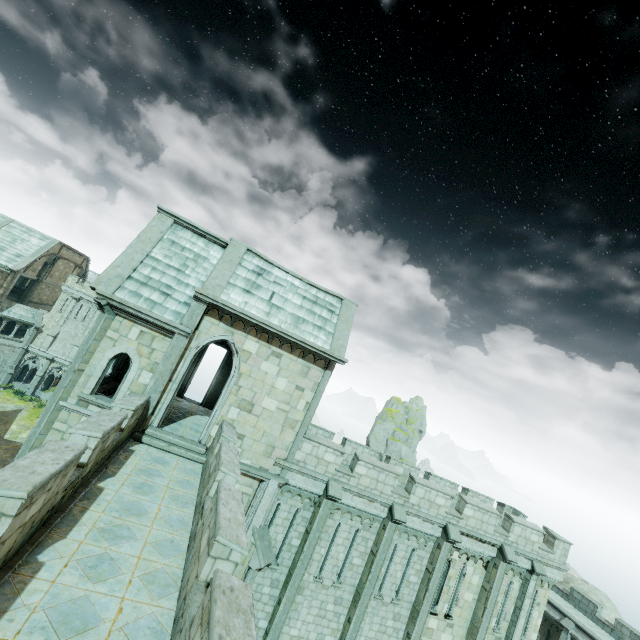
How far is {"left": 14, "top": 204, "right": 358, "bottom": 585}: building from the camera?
11.93m

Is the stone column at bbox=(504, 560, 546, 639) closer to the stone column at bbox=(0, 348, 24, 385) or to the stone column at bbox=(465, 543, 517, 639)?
the stone column at bbox=(465, 543, 517, 639)

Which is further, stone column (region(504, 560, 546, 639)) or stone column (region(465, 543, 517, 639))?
stone column (region(504, 560, 546, 639))

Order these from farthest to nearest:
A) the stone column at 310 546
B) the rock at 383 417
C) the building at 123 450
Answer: the rock at 383 417 → the stone column at 310 546 → the building at 123 450

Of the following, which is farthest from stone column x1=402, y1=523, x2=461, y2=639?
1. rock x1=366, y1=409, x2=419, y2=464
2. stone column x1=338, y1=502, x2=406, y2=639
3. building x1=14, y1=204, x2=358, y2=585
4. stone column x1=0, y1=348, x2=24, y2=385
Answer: stone column x1=0, y1=348, x2=24, y2=385

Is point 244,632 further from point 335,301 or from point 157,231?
point 157,231

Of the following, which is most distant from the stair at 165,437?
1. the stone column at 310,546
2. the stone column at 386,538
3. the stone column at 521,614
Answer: the stone column at 521,614

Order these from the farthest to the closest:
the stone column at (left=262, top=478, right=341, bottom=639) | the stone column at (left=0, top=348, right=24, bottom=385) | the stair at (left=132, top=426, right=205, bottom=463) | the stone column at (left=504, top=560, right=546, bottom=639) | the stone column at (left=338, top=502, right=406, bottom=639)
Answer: the stone column at (left=0, top=348, right=24, bottom=385)
the stone column at (left=504, top=560, right=546, bottom=639)
the stone column at (left=338, top=502, right=406, bottom=639)
the stone column at (left=262, top=478, right=341, bottom=639)
the stair at (left=132, top=426, right=205, bottom=463)
